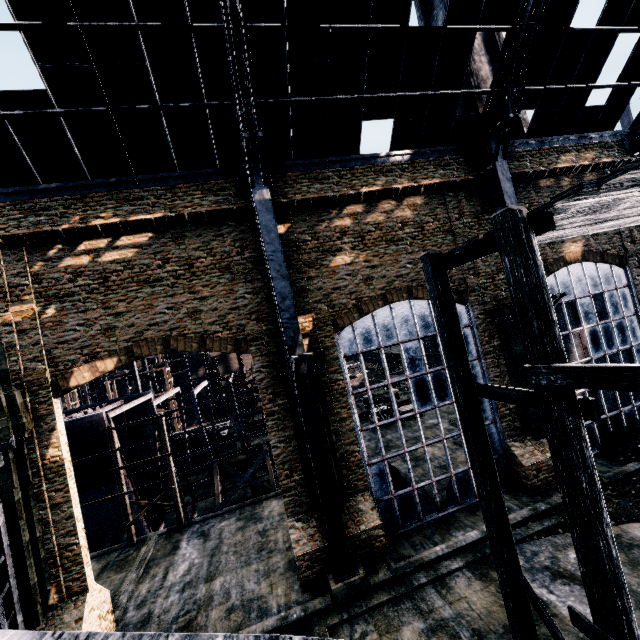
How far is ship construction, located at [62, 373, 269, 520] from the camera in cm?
1983

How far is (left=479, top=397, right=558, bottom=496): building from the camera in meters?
16.3

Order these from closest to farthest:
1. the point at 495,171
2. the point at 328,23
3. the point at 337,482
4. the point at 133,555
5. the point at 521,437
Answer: the point at 328,23 → the point at 337,482 → the point at 495,171 → the point at 521,437 → the point at 133,555

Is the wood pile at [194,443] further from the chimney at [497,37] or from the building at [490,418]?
the chimney at [497,37]

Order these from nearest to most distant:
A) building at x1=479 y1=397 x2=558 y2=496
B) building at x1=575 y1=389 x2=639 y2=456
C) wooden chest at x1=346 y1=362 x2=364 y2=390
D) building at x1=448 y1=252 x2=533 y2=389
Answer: building at x1=479 y1=397 x2=558 y2=496 → building at x1=448 y1=252 x2=533 y2=389 → building at x1=575 y1=389 x2=639 y2=456 → wooden chest at x1=346 y1=362 x2=364 y2=390

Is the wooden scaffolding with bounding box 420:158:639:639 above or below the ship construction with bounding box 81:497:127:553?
above

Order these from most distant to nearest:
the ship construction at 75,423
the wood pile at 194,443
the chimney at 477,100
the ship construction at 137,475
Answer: the wood pile at 194,443, the chimney at 477,100, the ship construction at 137,475, the ship construction at 75,423

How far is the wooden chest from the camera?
49.41m
